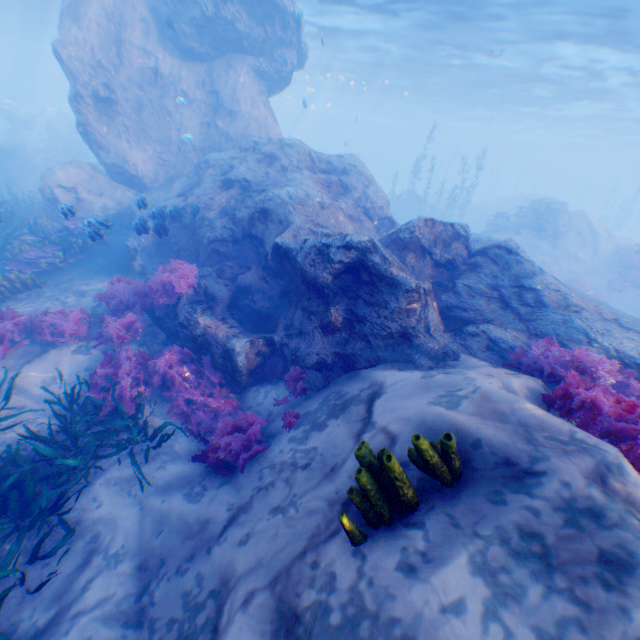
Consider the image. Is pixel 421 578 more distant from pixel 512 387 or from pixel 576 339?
pixel 576 339

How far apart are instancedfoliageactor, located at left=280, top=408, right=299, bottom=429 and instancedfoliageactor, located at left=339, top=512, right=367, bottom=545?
2.67m

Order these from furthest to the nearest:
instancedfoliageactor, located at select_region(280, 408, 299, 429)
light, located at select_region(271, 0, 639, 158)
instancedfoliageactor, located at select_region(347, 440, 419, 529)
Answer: light, located at select_region(271, 0, 639, 158) < instancedfoliageactor, located at select_region(280, 408, 299, 429) < instancedfoliageactor, located at select_region(347, 440, 419, 529)

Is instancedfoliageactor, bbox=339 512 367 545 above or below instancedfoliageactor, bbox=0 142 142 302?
above

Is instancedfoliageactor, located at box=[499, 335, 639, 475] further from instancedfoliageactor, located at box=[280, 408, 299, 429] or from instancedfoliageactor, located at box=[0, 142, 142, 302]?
instancedfoliageactor, located at box=[0, 142, 142, 302]

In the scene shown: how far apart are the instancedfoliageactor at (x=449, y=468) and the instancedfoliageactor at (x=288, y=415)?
2.67m

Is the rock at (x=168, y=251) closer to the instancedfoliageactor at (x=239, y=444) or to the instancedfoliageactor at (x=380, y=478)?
the instancedfoliageactor at (x=239, y=444)

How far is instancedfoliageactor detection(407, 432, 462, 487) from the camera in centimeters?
275cm
